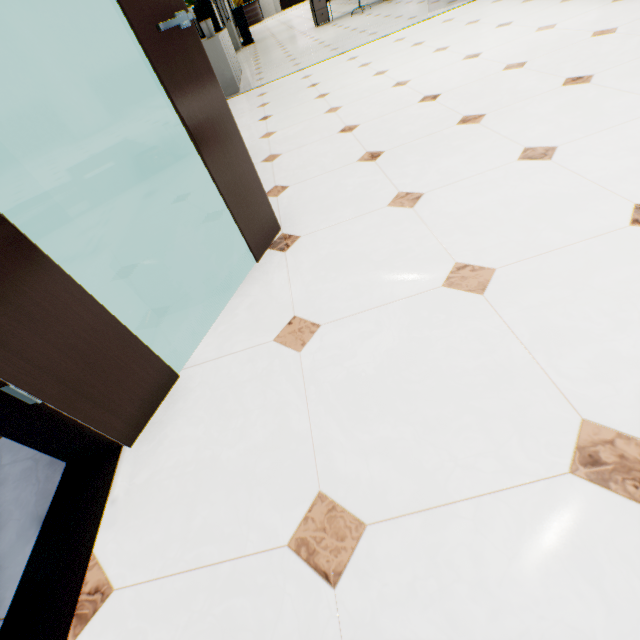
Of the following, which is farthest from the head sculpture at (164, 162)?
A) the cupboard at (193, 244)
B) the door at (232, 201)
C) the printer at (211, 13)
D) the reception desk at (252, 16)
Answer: the reception desk at (252, 16)

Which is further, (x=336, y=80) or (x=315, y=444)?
(x=336, y=80)

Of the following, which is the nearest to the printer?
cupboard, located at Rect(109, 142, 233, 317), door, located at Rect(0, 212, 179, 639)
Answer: cupboard, located at Rect(109, 142, 233, 317)

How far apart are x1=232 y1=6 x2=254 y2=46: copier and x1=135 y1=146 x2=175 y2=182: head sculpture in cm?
1375

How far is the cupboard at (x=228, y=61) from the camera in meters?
5.3 m

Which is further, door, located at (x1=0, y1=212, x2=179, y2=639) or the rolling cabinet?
the rolling cabinet

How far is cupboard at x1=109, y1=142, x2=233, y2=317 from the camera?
1.52m

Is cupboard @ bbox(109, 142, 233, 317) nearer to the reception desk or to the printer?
the printer
